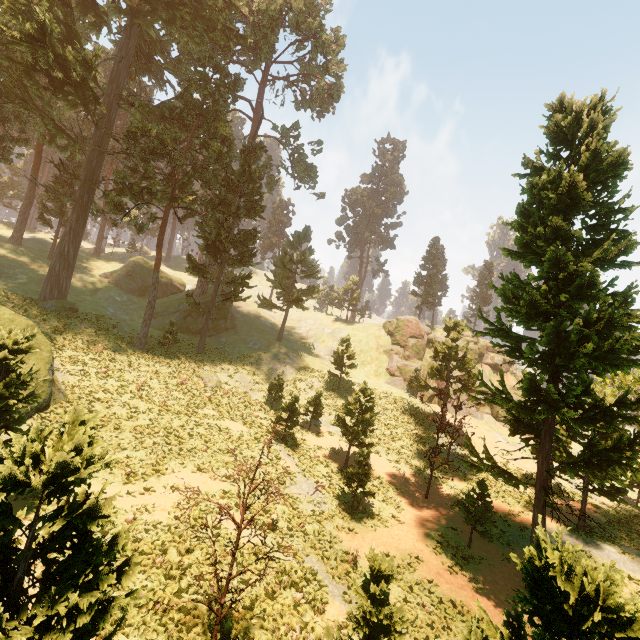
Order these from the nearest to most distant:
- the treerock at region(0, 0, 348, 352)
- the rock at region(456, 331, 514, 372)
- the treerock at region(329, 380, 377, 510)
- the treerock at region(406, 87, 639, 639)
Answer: the treerock at region(406, 87, 639, 639), the treerock at region(329, 380, 377, 510), the treerock at region(0, 0, 348, 352), the rock at region(456, 331, 514, 372)

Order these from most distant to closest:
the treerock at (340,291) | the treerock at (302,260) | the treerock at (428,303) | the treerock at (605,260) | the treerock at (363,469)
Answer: the treerock at (340,291), the treerock at (428,303), the treerock at (302,260), the treerock at (363,469), the treerock at (605,260)

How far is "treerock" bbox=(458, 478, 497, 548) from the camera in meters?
17.0 m

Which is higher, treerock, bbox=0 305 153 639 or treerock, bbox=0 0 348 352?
treerock, bbox=0 0 348 352

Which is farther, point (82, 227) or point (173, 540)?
point (82, 227)

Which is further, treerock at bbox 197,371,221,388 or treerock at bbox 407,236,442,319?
treerock at bbox 407,236,442,319

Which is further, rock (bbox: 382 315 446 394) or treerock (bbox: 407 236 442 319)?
treerock (bbox: 407 236 442 319)

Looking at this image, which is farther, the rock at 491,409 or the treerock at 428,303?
the treerock at 428,303
